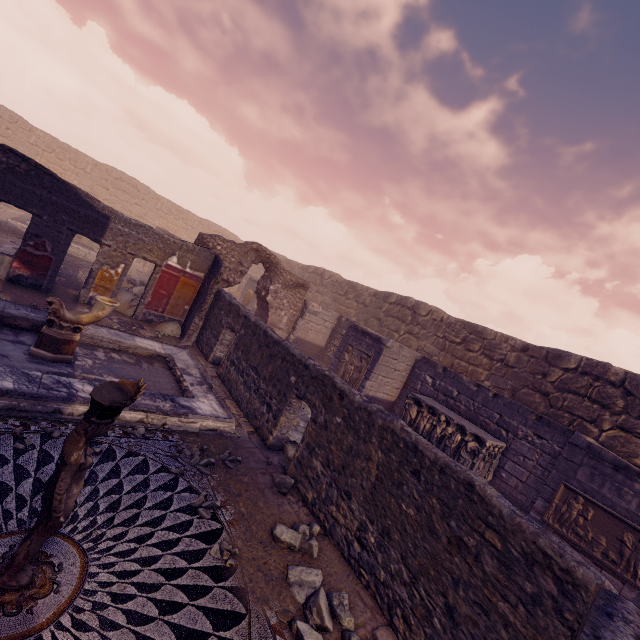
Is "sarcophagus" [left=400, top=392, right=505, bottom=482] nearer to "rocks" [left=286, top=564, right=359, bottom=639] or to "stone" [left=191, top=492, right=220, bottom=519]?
"rocks" [left=286, top=564, right=359, bottom=639]

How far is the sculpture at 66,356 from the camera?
5.36m

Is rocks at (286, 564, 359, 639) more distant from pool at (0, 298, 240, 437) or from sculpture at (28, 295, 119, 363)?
sculpture at (28, 295, 119, 363)

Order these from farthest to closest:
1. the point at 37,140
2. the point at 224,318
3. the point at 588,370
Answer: the point at 37,140, the point at 588,370, the point at 224,318

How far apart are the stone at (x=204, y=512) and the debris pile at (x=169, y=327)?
6.7 meters

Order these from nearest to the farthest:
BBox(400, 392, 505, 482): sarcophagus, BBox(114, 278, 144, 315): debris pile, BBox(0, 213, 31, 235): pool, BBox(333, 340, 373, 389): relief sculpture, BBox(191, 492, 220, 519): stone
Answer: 1. BBox(191, 492, 220, 519): stone
2. BBox(400, 392, 505, 482): sarcophagus
3. BBox(114, 278, 144, 315): debris pile
4. BBox(333, 340, 373, 389): relief sculpture
5. BBox(0, 213, 31, 235): pool

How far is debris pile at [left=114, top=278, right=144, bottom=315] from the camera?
9.6 meters

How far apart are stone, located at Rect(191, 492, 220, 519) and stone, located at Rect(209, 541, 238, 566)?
0.3 meters
